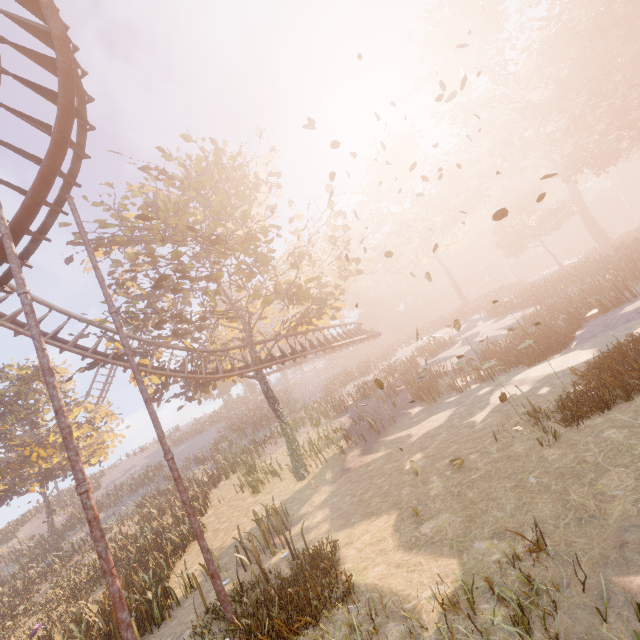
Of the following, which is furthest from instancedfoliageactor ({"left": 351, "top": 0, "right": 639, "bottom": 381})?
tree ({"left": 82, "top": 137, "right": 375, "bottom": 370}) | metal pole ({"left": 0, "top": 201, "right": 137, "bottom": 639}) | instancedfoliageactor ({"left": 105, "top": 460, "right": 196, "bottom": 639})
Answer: instancedfoliageactor ({"left": 105, "top": 460, "right": 196, "bottom": 639})

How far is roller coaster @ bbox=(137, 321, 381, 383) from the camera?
16.8m

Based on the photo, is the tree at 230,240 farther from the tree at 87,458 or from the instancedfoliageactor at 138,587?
the tree at 87,458

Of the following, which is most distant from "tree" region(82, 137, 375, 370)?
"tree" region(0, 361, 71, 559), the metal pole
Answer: "tree" region(0, 361, 71, 559)

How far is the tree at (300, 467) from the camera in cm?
1703

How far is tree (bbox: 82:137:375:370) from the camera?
14.8m

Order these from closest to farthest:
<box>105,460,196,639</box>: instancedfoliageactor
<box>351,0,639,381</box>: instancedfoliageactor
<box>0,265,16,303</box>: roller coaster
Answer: <box>0,265,16,303</box>: roller coaster < <box>105,460,196,639</box>: instancedfoliageactor < <box>351,0,639,381</box>: instancedfoliageactor

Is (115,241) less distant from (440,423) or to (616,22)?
(440,423)
